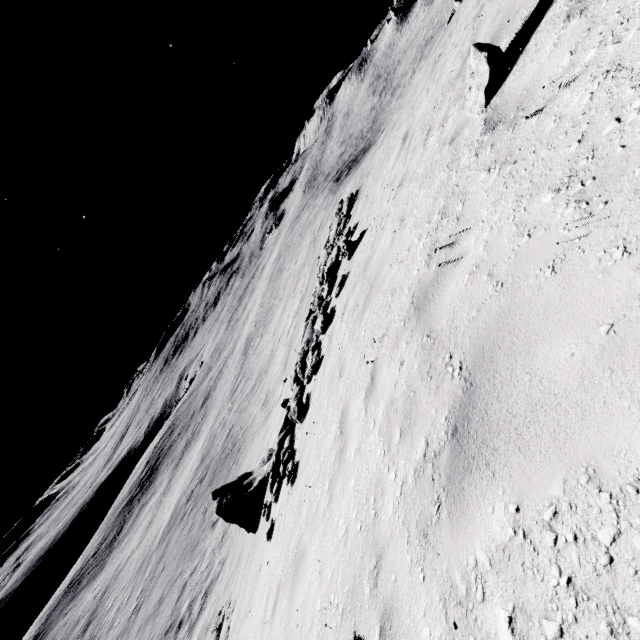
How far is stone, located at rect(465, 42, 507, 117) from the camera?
3.8m

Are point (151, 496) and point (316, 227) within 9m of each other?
no

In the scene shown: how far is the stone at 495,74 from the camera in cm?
385
